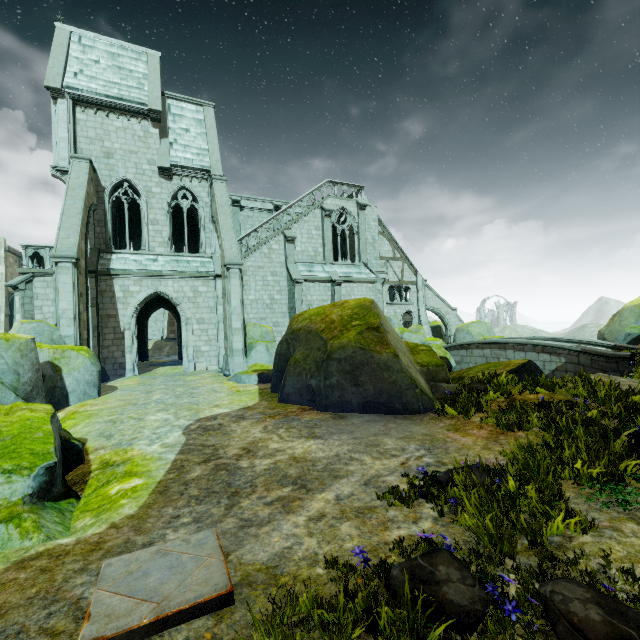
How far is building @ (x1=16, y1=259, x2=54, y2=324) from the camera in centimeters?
1703cm

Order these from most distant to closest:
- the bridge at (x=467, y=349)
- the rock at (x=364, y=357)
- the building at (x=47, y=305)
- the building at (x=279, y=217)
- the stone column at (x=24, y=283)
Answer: the building at (x=279, y=217)
the building at (x=47, y=305)
the stone column at (x=24, y=283)
the bridge at (x=467, y=349)
the rock at (x=364, y=357)

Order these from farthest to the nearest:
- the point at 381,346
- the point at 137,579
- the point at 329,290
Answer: the point at 329,290 < the point at 381,346 < the point at 137,579

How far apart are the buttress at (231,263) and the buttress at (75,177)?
5.9m

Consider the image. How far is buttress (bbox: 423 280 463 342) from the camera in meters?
33.5

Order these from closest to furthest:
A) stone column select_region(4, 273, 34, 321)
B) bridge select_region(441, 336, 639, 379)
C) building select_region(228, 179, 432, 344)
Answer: bridge select_region(441, 336, 639, 379) → stone column select_region(4, 273, 34, 321) → building select_region(228, 179, 432, 344)

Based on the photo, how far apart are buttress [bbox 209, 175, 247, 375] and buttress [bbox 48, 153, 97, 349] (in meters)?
5.90
